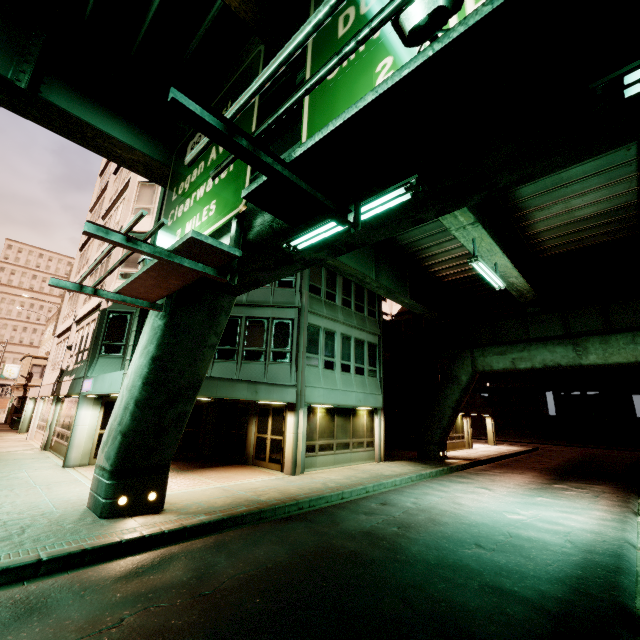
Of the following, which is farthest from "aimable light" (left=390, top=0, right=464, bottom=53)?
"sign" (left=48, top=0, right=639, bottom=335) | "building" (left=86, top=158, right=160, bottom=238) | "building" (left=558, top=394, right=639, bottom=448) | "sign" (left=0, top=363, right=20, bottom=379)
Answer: "sign" (left=0, top=363, right=20, bottom=379)

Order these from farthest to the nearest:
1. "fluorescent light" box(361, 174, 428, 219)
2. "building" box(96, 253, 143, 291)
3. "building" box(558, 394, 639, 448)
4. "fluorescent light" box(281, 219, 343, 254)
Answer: "building" box(558, 394, 639, 448)
"building" box(96, 253, 143, 291)
"fluorescent light" box(281, 219, 343, 254)
"fluorescent light" box(361, 174, 428, 219)

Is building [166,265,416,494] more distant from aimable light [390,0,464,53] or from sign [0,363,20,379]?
aimable light [390,0,464,53]

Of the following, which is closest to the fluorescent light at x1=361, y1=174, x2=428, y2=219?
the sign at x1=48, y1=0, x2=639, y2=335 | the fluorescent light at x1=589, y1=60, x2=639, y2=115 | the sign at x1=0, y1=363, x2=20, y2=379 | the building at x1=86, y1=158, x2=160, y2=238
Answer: the sign at x1=48, y1=0, x2=639, y2=335

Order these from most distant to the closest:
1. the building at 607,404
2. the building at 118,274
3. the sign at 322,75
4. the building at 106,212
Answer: the building at 607,404
the building at 106,212
the building at 118,274
the sign at 322,75

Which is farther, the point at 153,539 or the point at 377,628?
the point at 153,539

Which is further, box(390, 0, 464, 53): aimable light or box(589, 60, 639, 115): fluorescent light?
box(589, 60, 639, 115): fluorescent light

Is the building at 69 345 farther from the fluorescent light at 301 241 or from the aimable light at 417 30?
the aimable light at 417 30
